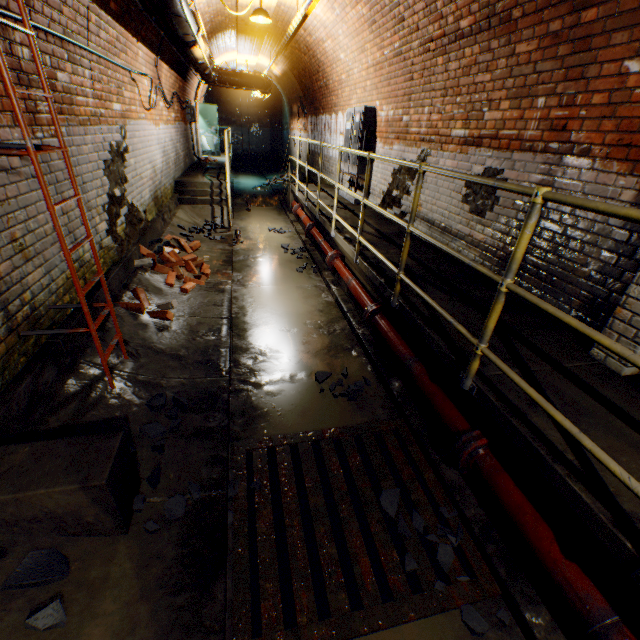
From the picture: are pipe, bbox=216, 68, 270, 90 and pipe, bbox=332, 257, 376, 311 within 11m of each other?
yes

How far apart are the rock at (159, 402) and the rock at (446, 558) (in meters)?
1.74

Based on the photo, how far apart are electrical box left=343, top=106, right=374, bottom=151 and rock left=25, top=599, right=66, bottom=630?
7.5 meters

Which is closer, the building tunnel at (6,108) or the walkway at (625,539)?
the walkway at (625,539)

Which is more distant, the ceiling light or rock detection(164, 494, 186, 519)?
the ceiling light

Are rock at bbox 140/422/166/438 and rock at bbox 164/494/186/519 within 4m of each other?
yes

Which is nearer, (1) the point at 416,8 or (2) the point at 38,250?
(2) the point at 38,250

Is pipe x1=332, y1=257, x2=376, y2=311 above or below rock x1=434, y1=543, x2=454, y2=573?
above
